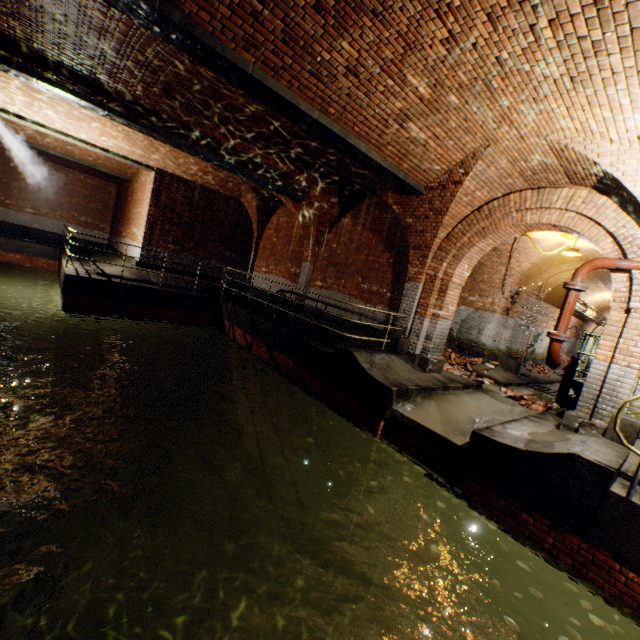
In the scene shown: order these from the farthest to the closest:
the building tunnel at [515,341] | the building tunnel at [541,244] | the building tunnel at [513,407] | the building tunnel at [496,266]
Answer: the building tunnel at [515,341], the building tunnel at [496,266], the building tunnel at [541,244], the building tunnel at [513,407]

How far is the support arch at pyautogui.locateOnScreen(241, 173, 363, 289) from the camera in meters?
10.5 m

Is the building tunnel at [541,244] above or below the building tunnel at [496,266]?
above

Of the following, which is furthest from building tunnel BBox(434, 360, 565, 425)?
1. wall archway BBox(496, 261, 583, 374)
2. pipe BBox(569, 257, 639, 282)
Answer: pipe BBox(569, 257, 639, 282)

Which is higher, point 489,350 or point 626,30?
point 626,30

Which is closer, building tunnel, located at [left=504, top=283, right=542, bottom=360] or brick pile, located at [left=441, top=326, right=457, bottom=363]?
brick pile, located at [left=441, top=326, right=457, bottom=363]

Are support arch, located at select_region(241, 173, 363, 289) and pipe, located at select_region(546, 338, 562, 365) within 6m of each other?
no

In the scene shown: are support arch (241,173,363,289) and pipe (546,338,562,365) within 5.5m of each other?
no
